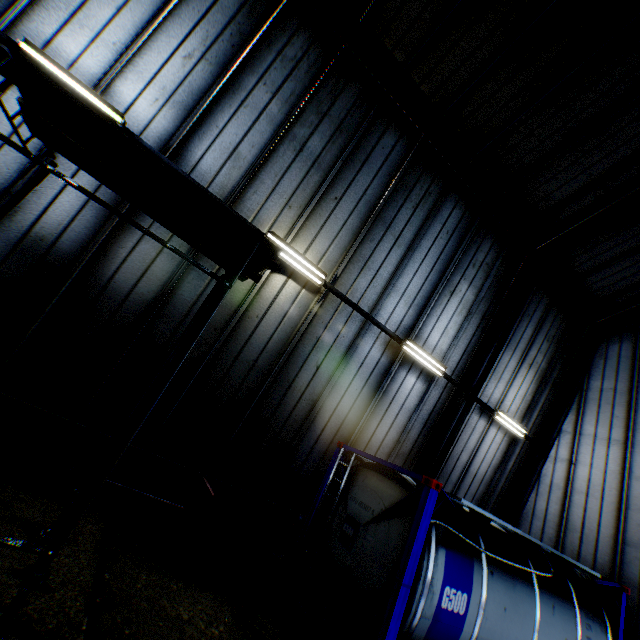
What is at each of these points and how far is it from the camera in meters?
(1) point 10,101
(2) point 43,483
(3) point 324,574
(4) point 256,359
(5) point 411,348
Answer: (1) building, 5.4
(2) building, 5.7
(3) tank container, 6.0
(4) building, 7.3
(5) fluorescent light, 8.5

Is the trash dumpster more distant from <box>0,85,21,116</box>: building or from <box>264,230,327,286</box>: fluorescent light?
<box>264,230,327,286</box>: fluorescent light

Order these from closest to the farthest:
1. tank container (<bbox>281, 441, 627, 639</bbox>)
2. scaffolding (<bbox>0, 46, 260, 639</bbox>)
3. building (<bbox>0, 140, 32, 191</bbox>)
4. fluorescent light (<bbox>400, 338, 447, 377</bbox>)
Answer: scaffolding (<bbox>0, 46, 260, 639</bbox>) < tank container (<bbox>281, 441, 627, 639</bbox>) < building (<bbox>0, 140, 32, 191</bbox>) < fluorescent light (<bbox>400, 338, 447, 377</bbox>)

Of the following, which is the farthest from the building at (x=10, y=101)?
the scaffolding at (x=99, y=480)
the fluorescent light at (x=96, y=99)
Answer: the scaffolding at (x=99, y=480)

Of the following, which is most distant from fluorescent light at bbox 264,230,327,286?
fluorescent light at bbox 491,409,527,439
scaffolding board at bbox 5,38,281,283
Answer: fluorescent light at bbox 491,409,527,439

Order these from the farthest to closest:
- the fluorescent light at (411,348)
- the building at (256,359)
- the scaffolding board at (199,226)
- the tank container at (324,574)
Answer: the fluorescent light at (411,348) → the building at (256,359) → the tank container at (324,574) → the scaffolding board at (199,226)

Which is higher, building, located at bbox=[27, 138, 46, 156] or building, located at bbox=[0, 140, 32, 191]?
building, located at bbox=[27, 138, 46, 156]

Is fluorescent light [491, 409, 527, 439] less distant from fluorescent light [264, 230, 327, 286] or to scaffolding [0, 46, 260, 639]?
fluorescent light [264, 230, 327, 286]
